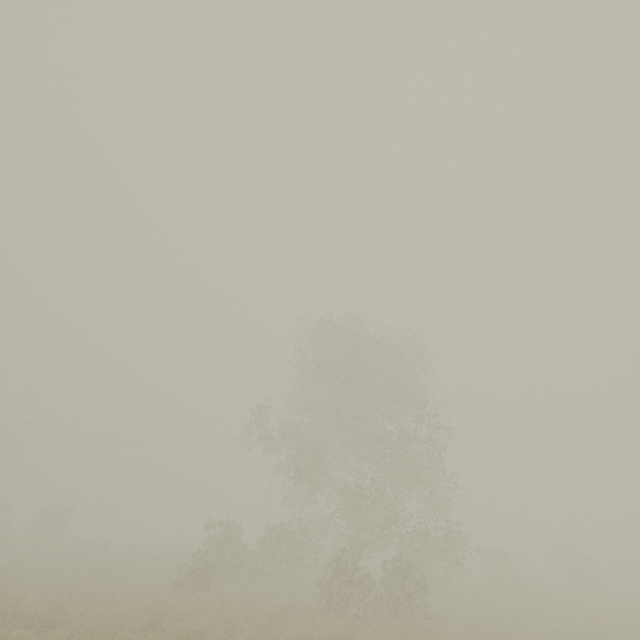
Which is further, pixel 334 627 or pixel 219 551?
pixel 219 551
